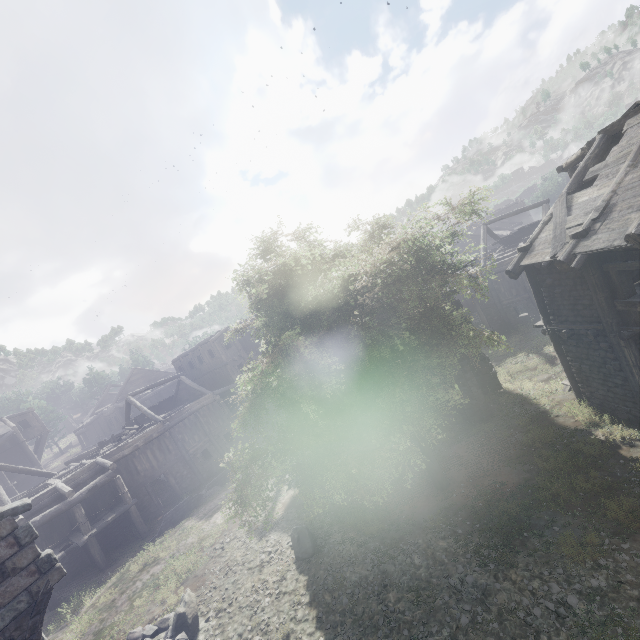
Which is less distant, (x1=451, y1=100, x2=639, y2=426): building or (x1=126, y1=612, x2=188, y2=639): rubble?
(x1=451, y1=100, x2=639, y2=426): building

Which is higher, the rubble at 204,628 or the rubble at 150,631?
the rubble at 150,631

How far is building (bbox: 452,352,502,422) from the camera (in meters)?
15.49

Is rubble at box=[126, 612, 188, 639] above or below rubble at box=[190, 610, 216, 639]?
above

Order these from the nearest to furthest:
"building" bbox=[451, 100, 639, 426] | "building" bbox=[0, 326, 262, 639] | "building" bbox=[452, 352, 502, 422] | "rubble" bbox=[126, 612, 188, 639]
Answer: "building" bbox=[0, 326, 262, 639] < "building" bbox=[451, 100, 639, 426] < "rubble" bbox=[126, 612, 188, 639] < "building" bbox=[452, 352, 502, 422]

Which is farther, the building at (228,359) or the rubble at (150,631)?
the rubble at (150,631)

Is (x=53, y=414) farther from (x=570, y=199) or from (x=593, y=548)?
(x=570, y=199)

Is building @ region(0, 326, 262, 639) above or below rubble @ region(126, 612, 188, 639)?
above
